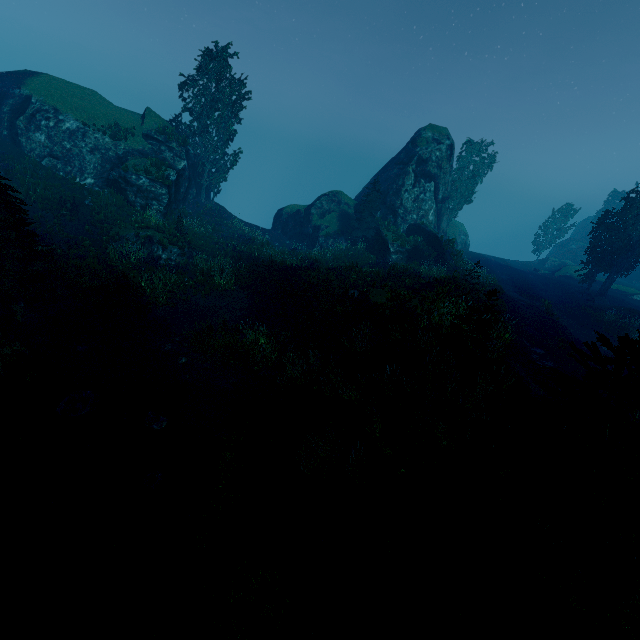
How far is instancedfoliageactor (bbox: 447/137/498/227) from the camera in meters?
39.4

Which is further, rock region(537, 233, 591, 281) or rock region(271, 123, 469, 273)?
rock region(537, 233, 591, 281)

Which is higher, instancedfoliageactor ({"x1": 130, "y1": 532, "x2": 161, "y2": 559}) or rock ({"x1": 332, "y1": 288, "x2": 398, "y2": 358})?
rock ({"x1": 332, "y1": 288, "x2": 398, "y2": 358})

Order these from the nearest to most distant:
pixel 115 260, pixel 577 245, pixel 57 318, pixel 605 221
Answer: pixel 57 318
pixel 115 260
pixel 577 245
pixel 605 221

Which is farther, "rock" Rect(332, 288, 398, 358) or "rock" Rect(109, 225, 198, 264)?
"rock" Rect(109, 225, 198, 264)

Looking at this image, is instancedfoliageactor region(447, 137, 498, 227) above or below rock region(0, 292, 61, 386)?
above

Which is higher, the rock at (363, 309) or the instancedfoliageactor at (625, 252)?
the instancedfoliageactor at (625, 252)

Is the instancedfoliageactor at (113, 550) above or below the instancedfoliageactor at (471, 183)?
below
